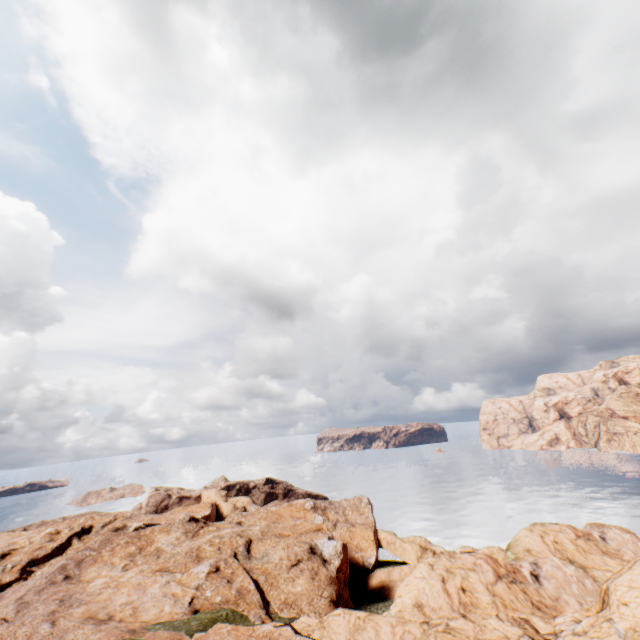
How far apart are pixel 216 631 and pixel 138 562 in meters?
28.7 m
